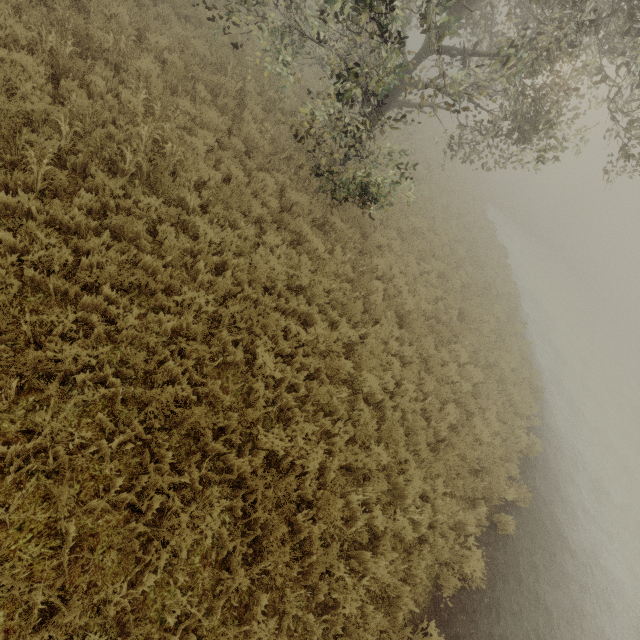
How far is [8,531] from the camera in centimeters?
311cm
